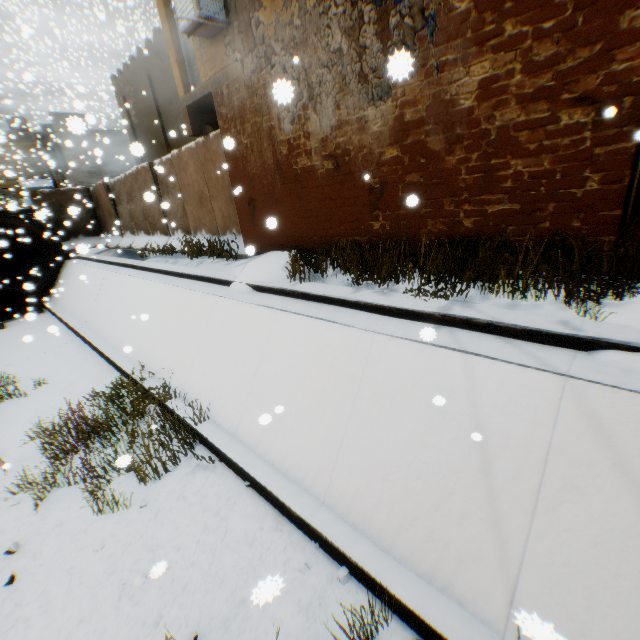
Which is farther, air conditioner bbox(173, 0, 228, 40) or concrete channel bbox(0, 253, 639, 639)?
air conditioner bbox(173, 0, 228, 40)

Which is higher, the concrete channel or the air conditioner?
the air conditioner

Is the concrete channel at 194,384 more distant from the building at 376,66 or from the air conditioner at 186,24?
the air conditioner at 186,24

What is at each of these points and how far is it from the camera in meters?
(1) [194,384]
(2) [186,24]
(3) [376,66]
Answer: (1) concrete channel, 7.0 m
(2) air conditioner, 6.6 m
(3) building, 5.1 m

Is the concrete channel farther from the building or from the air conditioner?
the air conditioner

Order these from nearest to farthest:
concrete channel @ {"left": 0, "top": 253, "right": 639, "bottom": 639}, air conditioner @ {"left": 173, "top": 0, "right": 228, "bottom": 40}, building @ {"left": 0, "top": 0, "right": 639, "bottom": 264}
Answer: concrete channel @ {"left": 0, "top": 253, "right": 639, "bottom": 639} → building @ {"left": 0, "top": 0, "right": 639, "bottom": 264} → air conditioner @ {"left": 173, "top": 0, "right": 228, "bottom": 40}

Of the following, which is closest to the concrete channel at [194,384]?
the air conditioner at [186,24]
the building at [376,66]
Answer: the building at [376,66]
